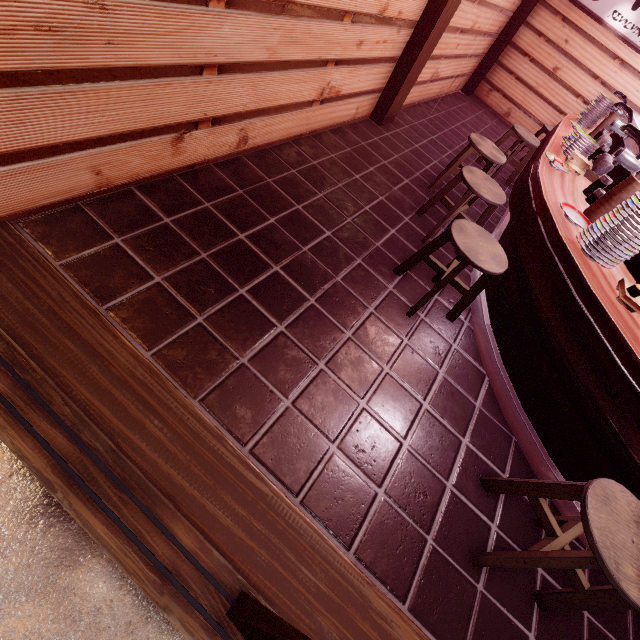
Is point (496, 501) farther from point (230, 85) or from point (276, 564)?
point (230, 85)

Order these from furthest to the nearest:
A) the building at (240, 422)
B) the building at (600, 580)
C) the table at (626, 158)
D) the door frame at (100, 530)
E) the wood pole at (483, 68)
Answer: the wood pole at (483, 68) → the table at (626, 158) → the building at (600, 580) → the building at (240, 422) → the door frame at (100, 530)

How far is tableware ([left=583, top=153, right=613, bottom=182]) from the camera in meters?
5.2 m

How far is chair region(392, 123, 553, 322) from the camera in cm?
397

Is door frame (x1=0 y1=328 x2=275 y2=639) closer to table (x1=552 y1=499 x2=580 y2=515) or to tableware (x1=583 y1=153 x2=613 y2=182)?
table (x1=552 y1=499 x2=580 y2=515)

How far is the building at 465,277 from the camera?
5.61m

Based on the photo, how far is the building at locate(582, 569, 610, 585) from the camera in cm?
351

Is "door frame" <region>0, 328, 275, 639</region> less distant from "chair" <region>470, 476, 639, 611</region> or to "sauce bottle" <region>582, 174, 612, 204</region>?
"chair" <region>470, 476, 639, 611</region>
